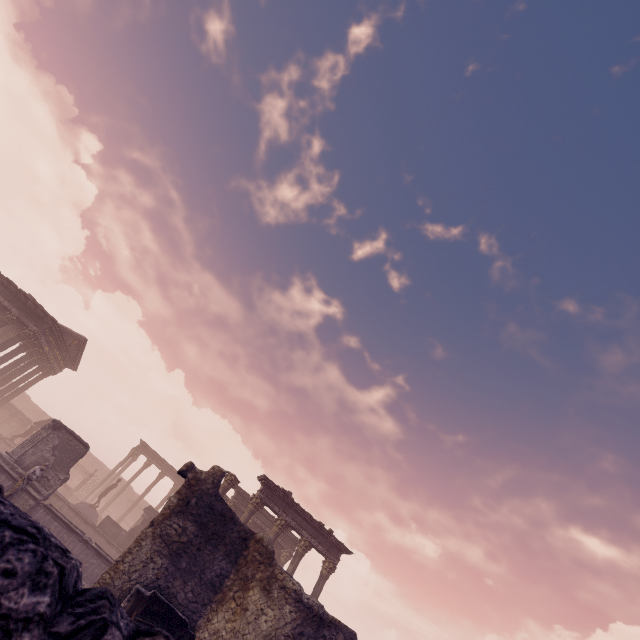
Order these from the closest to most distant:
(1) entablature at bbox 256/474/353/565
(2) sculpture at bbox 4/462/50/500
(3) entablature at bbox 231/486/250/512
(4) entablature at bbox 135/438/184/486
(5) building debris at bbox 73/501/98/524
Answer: (2) sculpture at bbox 4/462/50/500, (1) entablature at bbox 256/474/353/565, (5) building debris at bbox 73/501/98/524, (3) entablature at bbox 231/486/250/512, (4) entablature at bbox 135/438/184/486

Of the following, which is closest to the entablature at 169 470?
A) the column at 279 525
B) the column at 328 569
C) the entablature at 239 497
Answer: the entablature at 239 497

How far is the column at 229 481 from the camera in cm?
1672

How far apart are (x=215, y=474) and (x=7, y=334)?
27.37m

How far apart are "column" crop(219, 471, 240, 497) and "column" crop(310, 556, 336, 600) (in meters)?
6.09

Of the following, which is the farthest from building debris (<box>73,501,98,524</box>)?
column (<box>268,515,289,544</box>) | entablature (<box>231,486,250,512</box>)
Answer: column (<box>268,515,289,544</box>)

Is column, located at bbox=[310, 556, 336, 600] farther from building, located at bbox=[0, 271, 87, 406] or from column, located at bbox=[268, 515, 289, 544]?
building, located at bbox=[0, 271, 87, 406]

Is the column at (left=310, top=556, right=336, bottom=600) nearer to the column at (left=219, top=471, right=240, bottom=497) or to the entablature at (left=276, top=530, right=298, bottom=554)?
the entablature at (left=276, top=530, right=298, bottom=554)
